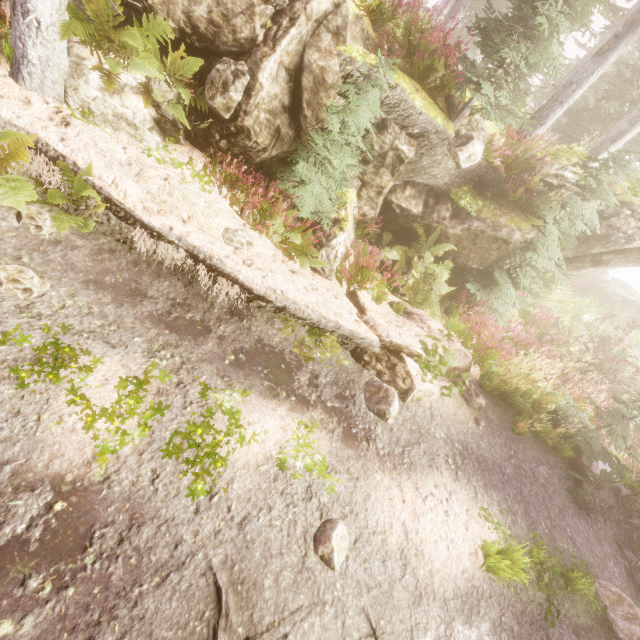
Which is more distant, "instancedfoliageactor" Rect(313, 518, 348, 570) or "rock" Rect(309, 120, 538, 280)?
"rock" Rect(309, 120, 538, 280)

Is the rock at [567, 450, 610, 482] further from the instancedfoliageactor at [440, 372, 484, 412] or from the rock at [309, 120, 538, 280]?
the rock at [309, 120, 538, 280]

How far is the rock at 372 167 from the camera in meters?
6.7 m

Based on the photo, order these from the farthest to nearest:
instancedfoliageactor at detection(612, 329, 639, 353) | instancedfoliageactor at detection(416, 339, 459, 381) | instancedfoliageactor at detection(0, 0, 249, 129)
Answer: instancedfoliageactor at detection(612, 329, 639, 353)
instancedfoliageactor at detection(416, 339, 459, 381)
instancedfoliageactor at detection(0, 0, 249, 129)

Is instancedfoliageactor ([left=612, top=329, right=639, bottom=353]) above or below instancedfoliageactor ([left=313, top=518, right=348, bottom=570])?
above

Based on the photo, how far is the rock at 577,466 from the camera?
6.56m

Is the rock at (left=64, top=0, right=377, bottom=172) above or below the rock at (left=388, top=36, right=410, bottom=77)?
below

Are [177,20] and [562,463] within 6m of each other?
no
